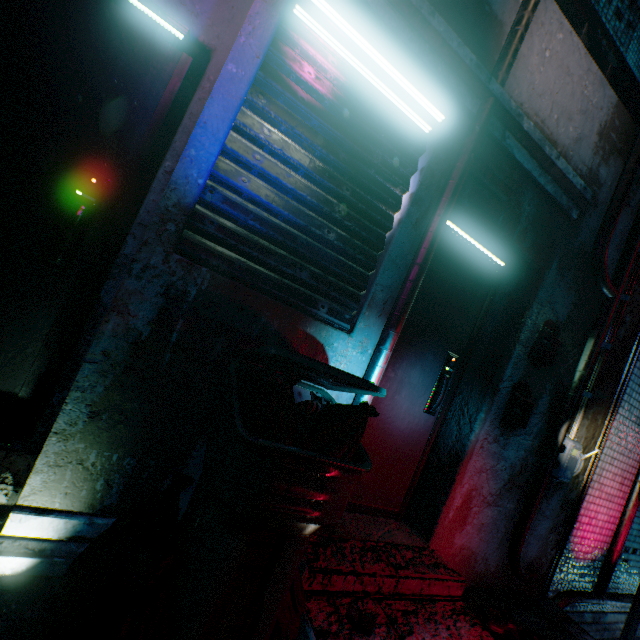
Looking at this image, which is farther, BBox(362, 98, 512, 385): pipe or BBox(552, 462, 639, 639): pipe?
BBox(552, 462, 639, 639): pipe

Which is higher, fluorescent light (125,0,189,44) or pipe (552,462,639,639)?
fluorescent light (125,0,189,44)

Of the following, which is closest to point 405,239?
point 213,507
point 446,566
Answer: point 213,507

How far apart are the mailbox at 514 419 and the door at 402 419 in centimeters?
36cm

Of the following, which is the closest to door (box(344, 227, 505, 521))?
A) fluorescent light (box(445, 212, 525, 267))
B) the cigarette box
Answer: fluorescent light (box(445, 212, 525, 267))

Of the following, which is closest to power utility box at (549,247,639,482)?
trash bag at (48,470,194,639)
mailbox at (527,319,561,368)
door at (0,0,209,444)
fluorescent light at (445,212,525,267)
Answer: mailbox at (527,319,561,368)

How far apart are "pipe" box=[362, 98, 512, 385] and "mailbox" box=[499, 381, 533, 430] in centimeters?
118cm

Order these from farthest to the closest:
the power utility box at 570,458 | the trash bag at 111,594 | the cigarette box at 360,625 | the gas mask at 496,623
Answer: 1. the power utility box at 570,458
2. the gas mask at 496,623
3. the cigarette box at 360,625
4. the trash bag at 111,594
